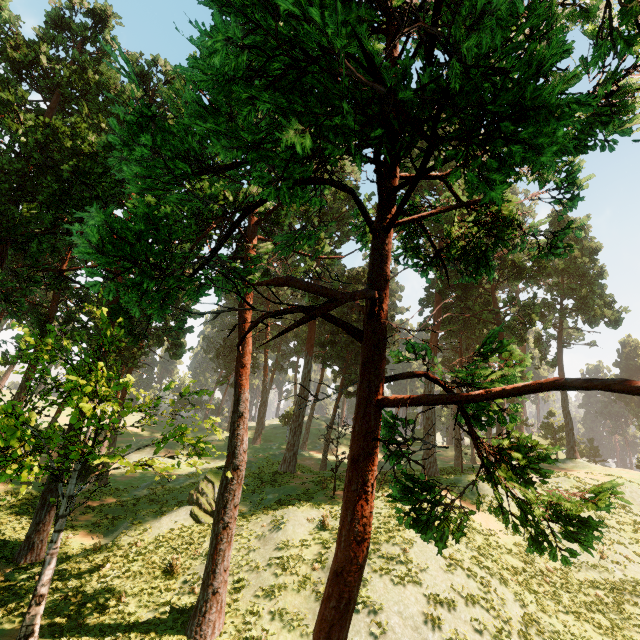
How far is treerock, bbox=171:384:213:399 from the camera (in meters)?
13.79

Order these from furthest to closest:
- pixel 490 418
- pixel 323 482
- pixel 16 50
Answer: pixel 323 482 < pixel 16 50 < pixel 490 418

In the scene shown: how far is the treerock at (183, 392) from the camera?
13.8 meters

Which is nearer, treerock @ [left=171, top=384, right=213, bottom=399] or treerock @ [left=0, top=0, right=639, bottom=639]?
treerock @ [left=0, top=0, right=639, bottom=639]

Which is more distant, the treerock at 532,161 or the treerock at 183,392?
the treerock at 183,392
